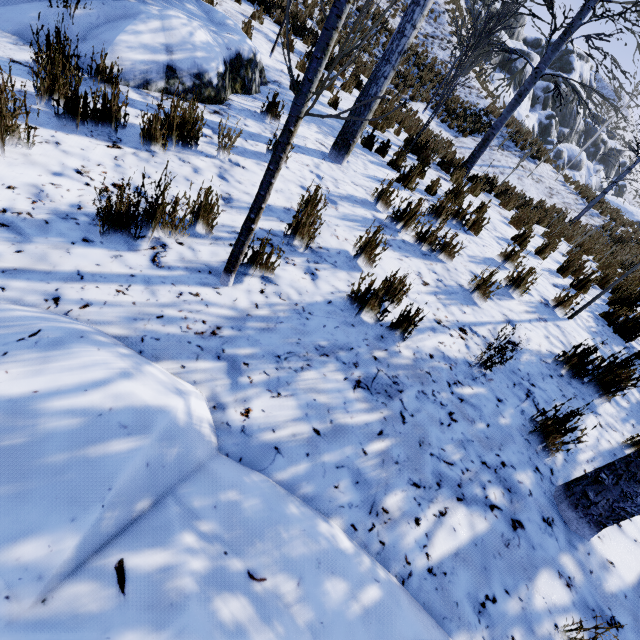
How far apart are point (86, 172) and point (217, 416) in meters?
2.1 m

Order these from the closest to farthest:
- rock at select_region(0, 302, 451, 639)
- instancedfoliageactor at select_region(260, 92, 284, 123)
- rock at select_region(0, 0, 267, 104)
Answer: rock at select_region(0, 302, 451, 639) → rock at select_region(0, 0, 267, 104) → instancedfoliageactor at select_region(260, 92, 284, 123)

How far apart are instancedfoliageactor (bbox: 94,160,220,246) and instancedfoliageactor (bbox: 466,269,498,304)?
2.4m

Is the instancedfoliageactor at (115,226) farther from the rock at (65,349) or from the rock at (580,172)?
the rock at (580,172)

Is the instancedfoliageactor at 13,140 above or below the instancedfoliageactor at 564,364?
below

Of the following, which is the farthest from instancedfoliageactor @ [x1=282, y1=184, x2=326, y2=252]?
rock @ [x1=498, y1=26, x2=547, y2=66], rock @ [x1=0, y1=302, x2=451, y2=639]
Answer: rock @ [x1=498, y1=26, x2=547, y2=66]

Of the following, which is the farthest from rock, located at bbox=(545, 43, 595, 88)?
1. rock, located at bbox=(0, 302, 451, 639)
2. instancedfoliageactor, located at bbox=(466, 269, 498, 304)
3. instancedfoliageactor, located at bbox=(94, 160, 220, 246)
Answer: instancedfoliageactor, located at bbox=(94, 160, 220, 246)
